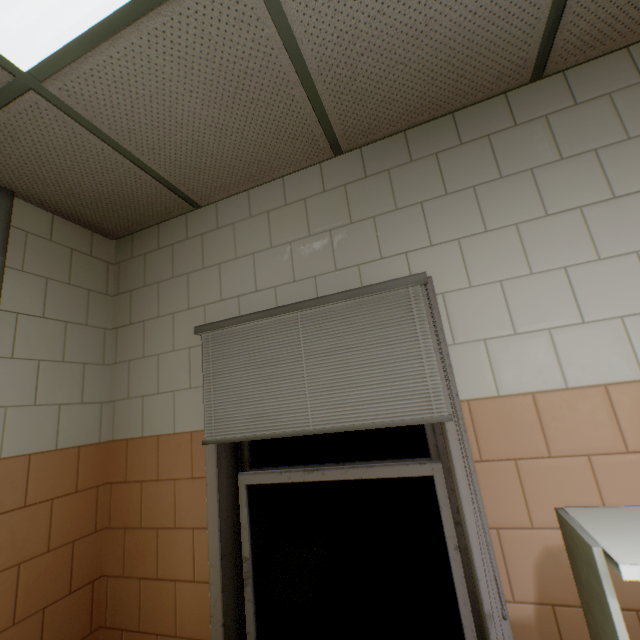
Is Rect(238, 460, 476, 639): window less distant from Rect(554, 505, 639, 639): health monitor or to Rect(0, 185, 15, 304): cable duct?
Rect(554, 505, 639, 639): health monitor

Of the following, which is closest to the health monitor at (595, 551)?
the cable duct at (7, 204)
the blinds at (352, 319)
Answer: the blinds at (352, 319)

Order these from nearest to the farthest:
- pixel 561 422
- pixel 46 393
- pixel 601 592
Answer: pixel 601 592 < pixel 561 422 < pixel 46 393

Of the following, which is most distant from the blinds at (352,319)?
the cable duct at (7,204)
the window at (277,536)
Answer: the cable duct at (7,204)

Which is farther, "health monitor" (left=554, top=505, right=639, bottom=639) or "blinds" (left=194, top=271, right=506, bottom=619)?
"blinds" (left=194, top=271, right=506, bottom=619)

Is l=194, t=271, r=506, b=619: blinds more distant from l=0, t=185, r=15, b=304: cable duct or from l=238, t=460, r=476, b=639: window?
l=0, t=185, r=15, b=304: cable duct

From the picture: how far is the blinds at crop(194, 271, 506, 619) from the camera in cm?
143
